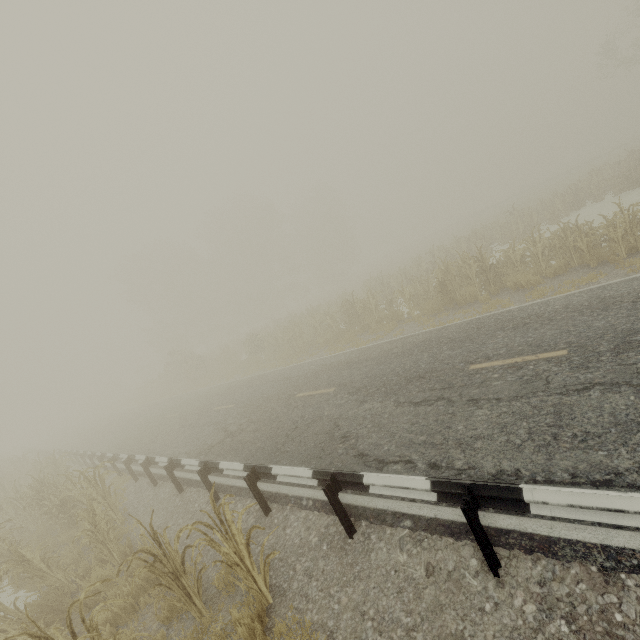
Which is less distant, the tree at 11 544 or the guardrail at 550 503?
the guardrail at 550 503

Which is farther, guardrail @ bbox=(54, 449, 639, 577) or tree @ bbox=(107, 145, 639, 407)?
tree @ bbox=(107, 145, 639, 407)

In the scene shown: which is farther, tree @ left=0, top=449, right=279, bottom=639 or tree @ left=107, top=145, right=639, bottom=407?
tree @ left=107, top=145, right=639, bottom=407

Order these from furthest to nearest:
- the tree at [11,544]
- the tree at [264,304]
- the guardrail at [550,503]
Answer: the tree at [264,304] < the tree at [11,544] < the guardrail at [550,503]

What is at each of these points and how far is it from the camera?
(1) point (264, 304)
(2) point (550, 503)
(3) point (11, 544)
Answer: (1) tree, 43.7 meters
(2) guardrail, 2.9 meters
(3) tree, 6.4 meters

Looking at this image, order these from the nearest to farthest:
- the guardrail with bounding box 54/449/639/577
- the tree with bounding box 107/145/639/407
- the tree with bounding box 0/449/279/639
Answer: the guardrail with bounding box 54/449/639/577, the tree with bounding box 0/449/279/639, the tree with bounding box 107/145/639/407
